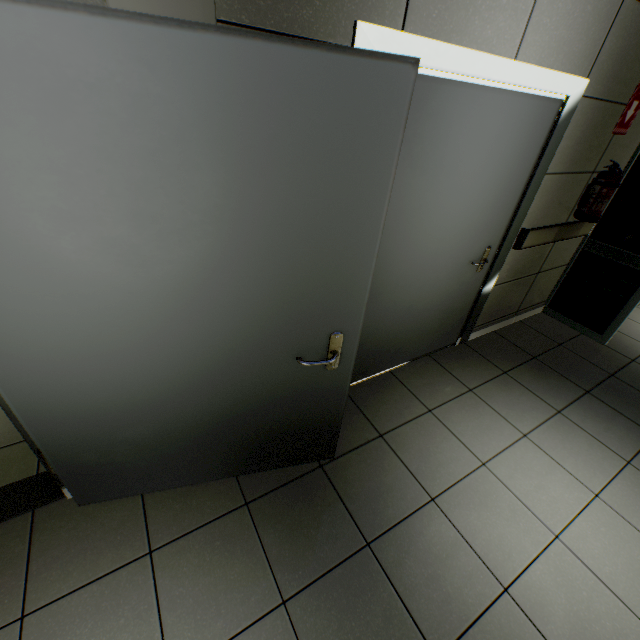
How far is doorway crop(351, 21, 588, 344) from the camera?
1.3 meters

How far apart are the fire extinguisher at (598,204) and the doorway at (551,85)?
0.8m

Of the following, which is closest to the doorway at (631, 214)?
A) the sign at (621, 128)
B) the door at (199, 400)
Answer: the sign at (621, 128)

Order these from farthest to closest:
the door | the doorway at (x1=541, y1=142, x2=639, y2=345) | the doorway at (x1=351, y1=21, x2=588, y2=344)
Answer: the doorway at (x1=541, y1=142, x2=639, y2=345)
the doorway at (x1=351, y1=21, x2=588, y2=344)
the door

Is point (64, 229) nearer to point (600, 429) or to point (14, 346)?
point (14, 346)

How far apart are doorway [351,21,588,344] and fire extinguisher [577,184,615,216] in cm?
80

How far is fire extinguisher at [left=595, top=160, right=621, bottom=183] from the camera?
2.69m

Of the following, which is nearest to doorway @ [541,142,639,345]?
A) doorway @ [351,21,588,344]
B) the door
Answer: doorway @ [351,21,588,344]
